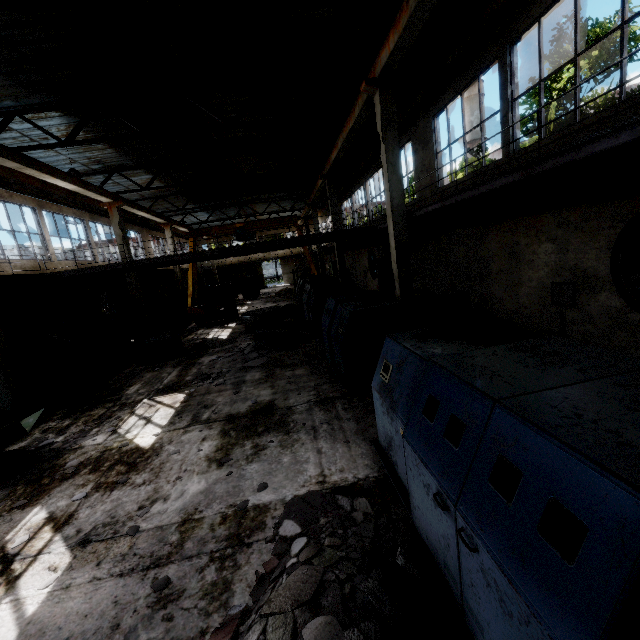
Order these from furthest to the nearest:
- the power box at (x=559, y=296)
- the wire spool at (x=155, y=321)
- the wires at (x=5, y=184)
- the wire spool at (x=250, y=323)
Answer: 1. the wire spool at (x=155, y=321)
2. the wire spool at (x=250, y=323)
3. the wires at (x=5, y=184)
4. the power box at (x=559, y=296)

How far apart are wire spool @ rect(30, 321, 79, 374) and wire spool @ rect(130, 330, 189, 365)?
2.3 meters

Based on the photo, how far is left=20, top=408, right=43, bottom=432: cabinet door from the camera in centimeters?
641cm

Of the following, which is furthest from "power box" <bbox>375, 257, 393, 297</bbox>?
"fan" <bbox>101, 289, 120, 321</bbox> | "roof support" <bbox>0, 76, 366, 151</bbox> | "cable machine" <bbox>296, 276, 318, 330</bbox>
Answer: "fan" <bbox>101, 289, 120, 321</bbox>

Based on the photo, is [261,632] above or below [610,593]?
below

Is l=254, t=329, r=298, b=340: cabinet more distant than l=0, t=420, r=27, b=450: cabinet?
Yes

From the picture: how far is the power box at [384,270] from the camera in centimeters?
1925cm

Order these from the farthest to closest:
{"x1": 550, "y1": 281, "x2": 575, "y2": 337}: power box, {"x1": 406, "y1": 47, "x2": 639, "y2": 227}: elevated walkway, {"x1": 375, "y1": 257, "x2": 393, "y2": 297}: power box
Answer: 1. {"x1": 375, "y1": 257, "x2": 393, "y2": 297}: power box
2. {"x1": 550, "y1": 281, "x2": 575, "y2": 337}: power box
3. {"x1": 406, "y1": 47, "x2": 639, "y2": 227}: elevated walkway
